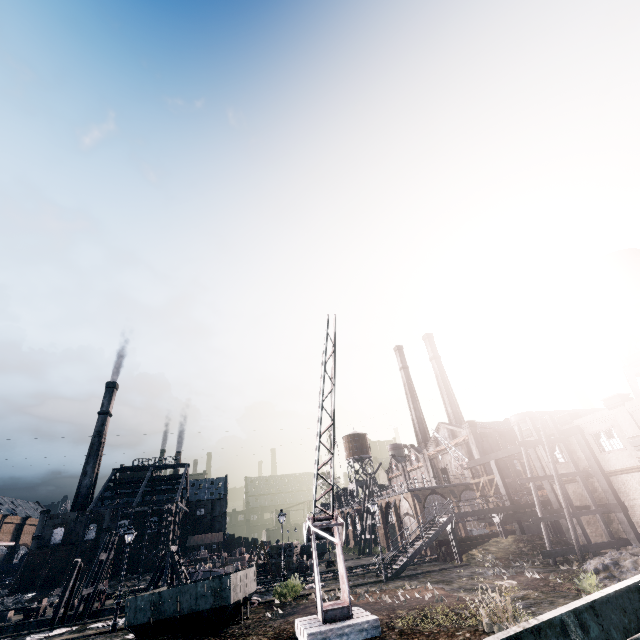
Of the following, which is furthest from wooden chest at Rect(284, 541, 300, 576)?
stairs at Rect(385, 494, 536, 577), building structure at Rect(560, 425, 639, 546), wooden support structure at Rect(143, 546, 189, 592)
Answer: building structure at Rect(560, 425, 639, 546)

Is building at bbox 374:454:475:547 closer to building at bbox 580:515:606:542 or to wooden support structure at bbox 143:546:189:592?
building at bbox 580:515:606:542

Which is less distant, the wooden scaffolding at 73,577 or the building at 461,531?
the wooden scaffolding at 73,577

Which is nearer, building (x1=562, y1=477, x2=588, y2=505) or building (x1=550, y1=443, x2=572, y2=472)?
building (x1=562, y1=477, x2=588, y2=505)

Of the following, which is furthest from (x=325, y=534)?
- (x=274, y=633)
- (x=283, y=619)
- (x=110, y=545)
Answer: (x=110, y=545)

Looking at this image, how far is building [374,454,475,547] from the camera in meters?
47.2 m

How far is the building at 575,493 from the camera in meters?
28.5

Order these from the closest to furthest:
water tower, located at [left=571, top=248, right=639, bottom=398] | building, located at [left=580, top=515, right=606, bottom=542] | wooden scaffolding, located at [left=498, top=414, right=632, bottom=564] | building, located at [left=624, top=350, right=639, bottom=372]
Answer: building, located at [left=624, top=350, right=639, bottom=372]
wooden scaffolding, located at [left=498, top=414, right=632, bottom=564]
building, located at [left=580, top=515, right=606, bottom=542]
water tower, located at [left=571, top=248, right=639, bottom=398]
